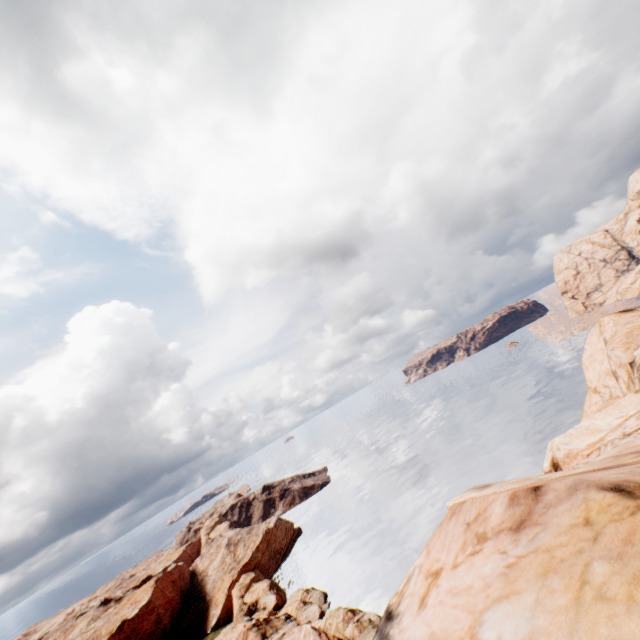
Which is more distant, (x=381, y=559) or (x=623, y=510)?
(x=381, y=559)

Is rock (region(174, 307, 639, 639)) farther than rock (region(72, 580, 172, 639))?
No

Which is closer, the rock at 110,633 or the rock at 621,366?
the rock at 621,366
